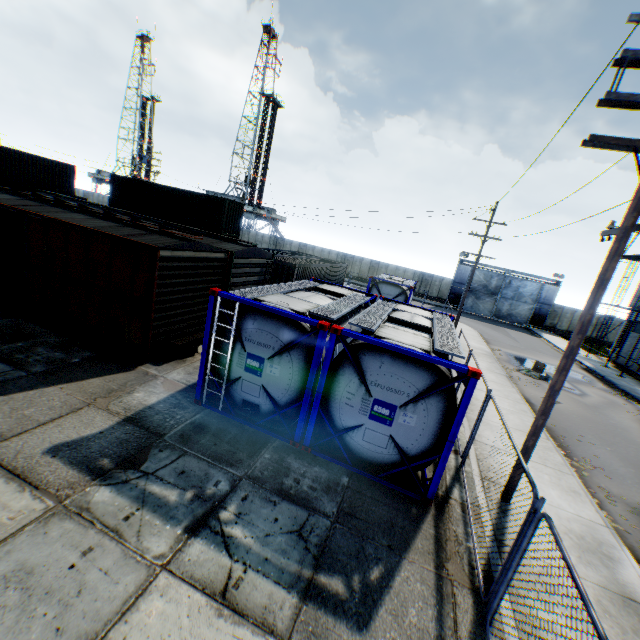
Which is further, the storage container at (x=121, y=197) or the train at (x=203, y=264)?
the storage container at (x=121, y=197)

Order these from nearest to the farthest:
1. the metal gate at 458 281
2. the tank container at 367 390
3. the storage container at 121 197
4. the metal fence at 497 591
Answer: the metal fence at 497 591 < the tank container at 367 390 < the storage container at 121 197 < the metal gate at 458 281

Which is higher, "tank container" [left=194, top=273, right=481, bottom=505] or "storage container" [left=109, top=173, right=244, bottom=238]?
"storage container" [left=109, top=173, right=244, bottom=238]

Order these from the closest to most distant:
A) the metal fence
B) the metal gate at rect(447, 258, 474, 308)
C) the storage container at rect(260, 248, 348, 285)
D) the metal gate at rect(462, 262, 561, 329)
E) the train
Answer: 1. the metal fence
2. the train
3. the storage container at rect(260, 248, 348, 285)
4. the metal gate at rect(462, 262, 561, 329)
5. the metal gate at rect(447, 258, 474, 308)

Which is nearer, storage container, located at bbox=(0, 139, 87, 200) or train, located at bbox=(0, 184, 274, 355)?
train, located at bbox=(0, 184, 274, 355)

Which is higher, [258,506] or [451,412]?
[451,412]

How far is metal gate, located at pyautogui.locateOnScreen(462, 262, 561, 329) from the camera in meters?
38.5

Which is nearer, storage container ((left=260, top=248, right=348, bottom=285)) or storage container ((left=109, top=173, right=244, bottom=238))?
storage container ((left=260, top=248, right=348, bottom=285))
